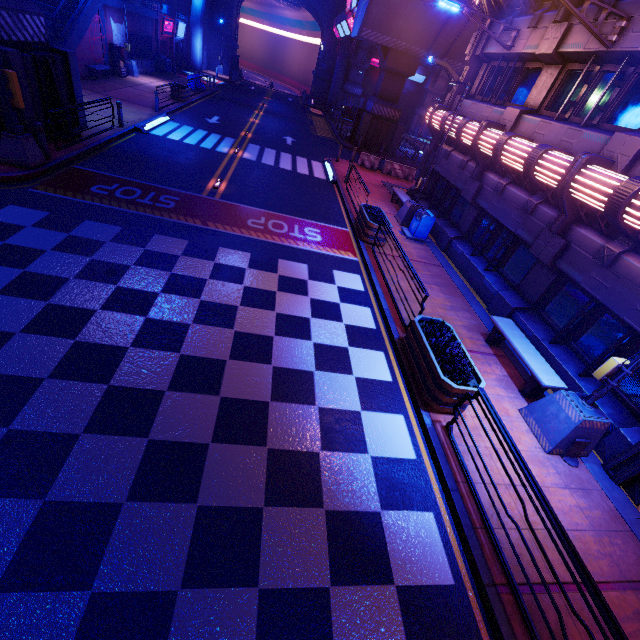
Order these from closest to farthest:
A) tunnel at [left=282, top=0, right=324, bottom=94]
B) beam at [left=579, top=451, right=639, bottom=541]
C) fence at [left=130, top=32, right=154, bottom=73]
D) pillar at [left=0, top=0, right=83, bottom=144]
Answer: beam at [left=579, top=451, right=639, bottom=541] < pillar at [left=0, top=0, right=83, bottom=144] < fence at [left=130, top=32, right=154, bottom=73] < tunnel at [left=282, top=0, right=324, bottom=94]

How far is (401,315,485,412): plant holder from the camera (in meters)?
6.26

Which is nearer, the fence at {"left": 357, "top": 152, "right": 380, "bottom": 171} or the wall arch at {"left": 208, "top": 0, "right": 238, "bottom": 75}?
the fence at {"left": 357, "top": 152, "right": 380, "bottom": 171}

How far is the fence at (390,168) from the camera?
23.3m

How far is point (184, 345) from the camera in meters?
6.5 m

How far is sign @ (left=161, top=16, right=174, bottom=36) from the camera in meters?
32.8 m

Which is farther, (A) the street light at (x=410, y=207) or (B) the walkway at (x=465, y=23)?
(B) the walkway at (x=465, y=23)

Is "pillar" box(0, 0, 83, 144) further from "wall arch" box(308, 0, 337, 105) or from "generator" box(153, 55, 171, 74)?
"wall arch" box(308, 0, 337, 105)
